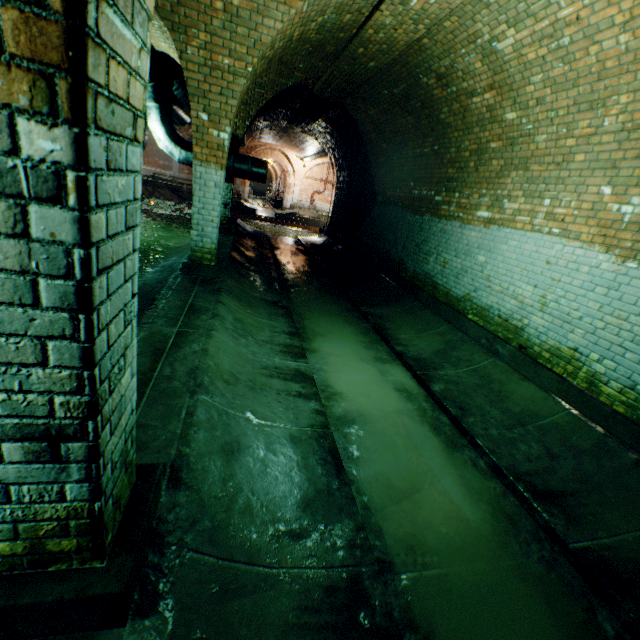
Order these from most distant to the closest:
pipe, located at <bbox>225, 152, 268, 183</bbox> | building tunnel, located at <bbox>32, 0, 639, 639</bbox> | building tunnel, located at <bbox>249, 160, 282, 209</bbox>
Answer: building tunnel, located at <bbox>249, 160, 282, 209</bbox>, pipe, located at <bbox>225, 152, 268, 183</bbox>, building tunnel, located at <bbox>32, 0, 639, 639</bbox>

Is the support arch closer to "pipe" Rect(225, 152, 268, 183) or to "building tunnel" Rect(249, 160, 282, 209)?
"pipe" Rect(225, 152, 268, 183)

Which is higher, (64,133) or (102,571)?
(64,133)

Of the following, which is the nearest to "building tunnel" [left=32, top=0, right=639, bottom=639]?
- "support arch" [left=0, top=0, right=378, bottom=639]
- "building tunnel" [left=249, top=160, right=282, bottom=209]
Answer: "support arch" [left=0, top=0, right=378, bottom=639]

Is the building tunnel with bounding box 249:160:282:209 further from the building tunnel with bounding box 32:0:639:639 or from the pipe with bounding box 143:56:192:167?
the building tunnel with bounding box 32:0:639:639

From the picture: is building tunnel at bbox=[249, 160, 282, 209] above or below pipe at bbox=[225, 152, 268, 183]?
above

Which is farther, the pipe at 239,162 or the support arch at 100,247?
the pipe at 239,162

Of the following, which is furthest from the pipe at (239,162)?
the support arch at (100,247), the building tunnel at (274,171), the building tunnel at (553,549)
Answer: the building tunnel at (274,171)
